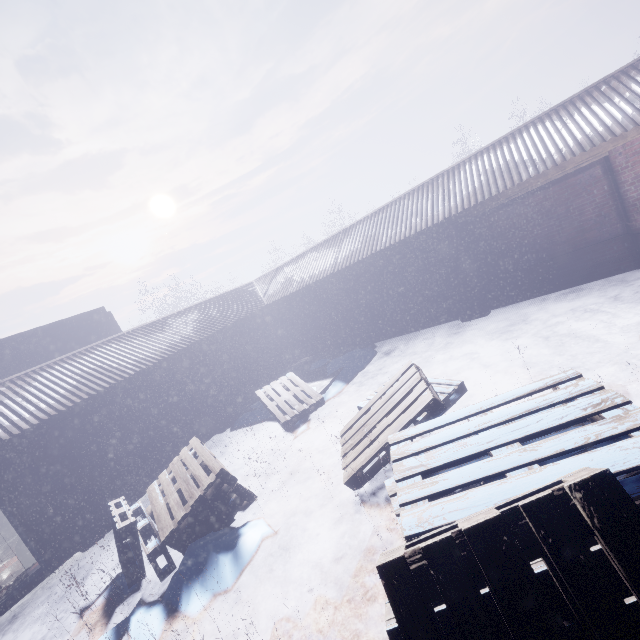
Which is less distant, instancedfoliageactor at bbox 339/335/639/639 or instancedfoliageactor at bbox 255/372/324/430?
instancedfoliageactor at bbox 339/335/639/639

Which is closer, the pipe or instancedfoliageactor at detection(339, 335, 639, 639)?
instancedfoliageactor at detection(339, 335, 639, 639)

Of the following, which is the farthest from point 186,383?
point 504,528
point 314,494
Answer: point 504,528

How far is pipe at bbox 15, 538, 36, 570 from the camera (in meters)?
5.50

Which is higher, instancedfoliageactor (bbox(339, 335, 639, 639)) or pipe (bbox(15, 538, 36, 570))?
instancedfoliageactor (bbox(339, 335, 639, 639))

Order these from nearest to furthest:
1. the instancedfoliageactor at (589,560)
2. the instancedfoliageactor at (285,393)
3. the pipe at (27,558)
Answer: the instancedfoliageactor at (589,560) → the pipe at (27,558) → the instancedfoliageactor at (285,393)

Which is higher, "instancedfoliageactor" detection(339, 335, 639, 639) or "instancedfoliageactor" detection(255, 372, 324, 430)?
"instancedfoliageactor" detection(339, 335, 639, 639)

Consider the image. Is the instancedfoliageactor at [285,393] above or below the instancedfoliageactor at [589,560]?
below
